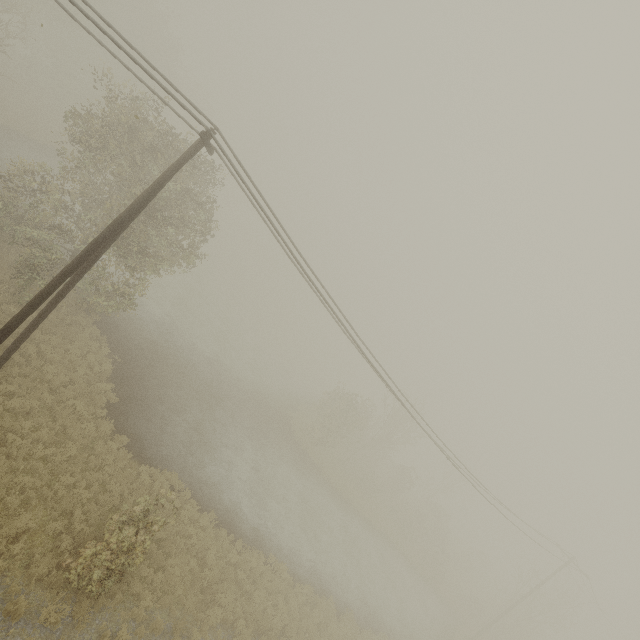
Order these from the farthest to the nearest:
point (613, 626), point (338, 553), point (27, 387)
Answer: point (613, 626)
point (338, 553)
point (27, 387)
